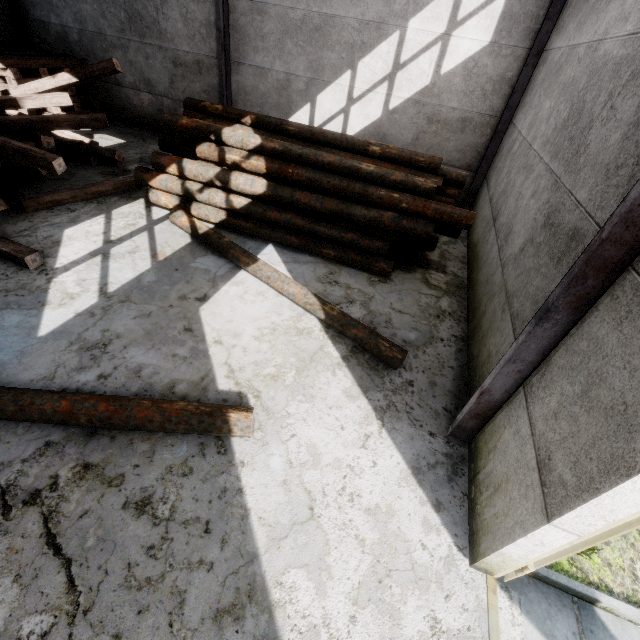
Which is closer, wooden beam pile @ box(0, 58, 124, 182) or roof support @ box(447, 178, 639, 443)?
roof support @ box(447, 178, 639, 443)

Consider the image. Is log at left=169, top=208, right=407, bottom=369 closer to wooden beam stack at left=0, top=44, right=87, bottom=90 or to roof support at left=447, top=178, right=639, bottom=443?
roof support at left=447, top=178, right=639, bottom=443

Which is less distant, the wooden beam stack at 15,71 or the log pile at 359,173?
the log pile at 359,173

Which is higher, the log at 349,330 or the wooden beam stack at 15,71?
the wooden beam stack at 15,71

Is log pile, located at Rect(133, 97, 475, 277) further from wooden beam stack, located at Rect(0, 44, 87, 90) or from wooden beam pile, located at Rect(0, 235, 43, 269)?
wooden beam stack, located at Rect(0, 44, 87, 90)

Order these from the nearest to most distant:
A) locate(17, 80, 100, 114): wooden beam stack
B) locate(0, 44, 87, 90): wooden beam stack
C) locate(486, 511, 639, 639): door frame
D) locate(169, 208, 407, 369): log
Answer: locate(486, 511, 639, 639): door frame
locate(169, 208, 407, 369): log
locate(0, 44, 87, 90): wooden beam stack
locate(17, 80, 100, 114): wooden beam stack

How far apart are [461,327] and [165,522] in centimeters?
495cm

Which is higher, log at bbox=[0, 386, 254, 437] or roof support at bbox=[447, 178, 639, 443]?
roof support at bbox=[447, 178, 639, 443]
